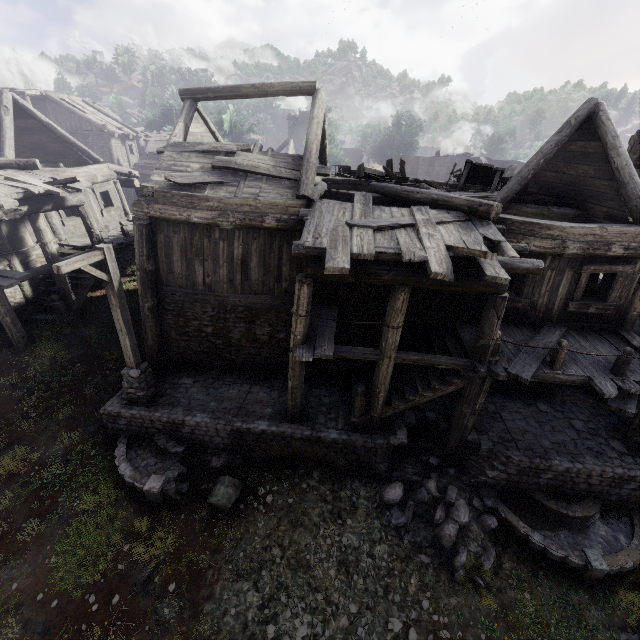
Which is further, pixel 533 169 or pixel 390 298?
pixel 533 169

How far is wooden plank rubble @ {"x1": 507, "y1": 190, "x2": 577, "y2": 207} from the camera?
10.90m

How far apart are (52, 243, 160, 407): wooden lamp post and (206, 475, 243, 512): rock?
2.95m

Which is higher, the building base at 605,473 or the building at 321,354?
the building at 321,354

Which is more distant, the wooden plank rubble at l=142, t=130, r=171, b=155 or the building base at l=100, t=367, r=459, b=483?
the wooden plank rubble at l=142, t=130, r=171, b=155

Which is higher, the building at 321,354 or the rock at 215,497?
the building at 321,354

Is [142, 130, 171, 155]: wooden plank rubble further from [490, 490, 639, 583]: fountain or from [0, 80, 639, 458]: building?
[490, 490, 639, 583]: fountain

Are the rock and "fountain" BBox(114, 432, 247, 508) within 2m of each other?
yes
